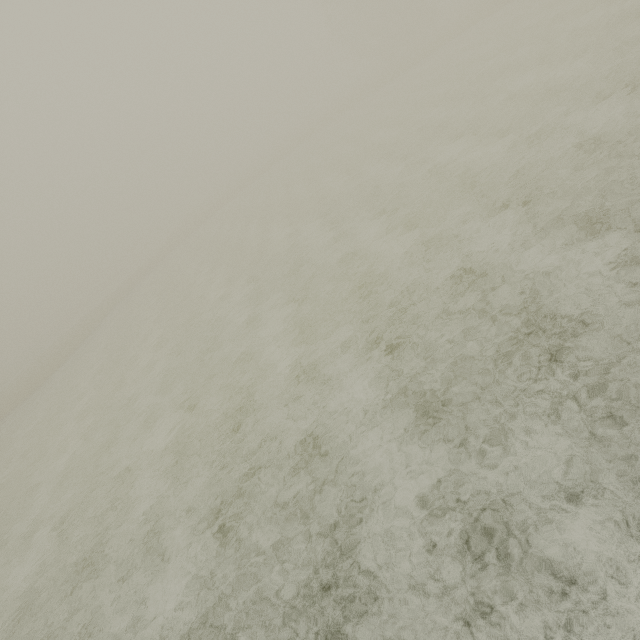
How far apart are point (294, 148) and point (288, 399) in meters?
48.5
